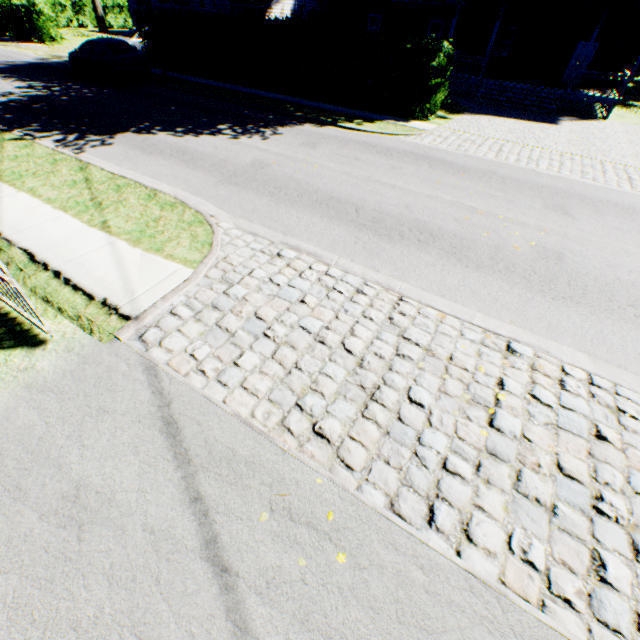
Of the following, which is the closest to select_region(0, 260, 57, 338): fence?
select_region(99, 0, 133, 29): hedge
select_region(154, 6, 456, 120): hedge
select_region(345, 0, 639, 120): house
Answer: select_region(154, 6, 456, 120): hedge

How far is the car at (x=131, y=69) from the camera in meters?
16.5 m

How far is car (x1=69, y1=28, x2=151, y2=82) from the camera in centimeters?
1655cm

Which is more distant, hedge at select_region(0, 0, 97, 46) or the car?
hedge at select_region(0, 0, 97, 46)

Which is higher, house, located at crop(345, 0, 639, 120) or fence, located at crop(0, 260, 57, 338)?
house, located at crop(345, 0, 639, 120)

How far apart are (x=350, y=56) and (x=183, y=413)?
19.56m

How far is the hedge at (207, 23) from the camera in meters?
14.0 m

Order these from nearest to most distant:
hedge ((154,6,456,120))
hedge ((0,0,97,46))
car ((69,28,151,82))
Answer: hedge ((154,6,456,120))
car ((69,28,151,82))
hedge ((0,0,97,46))
